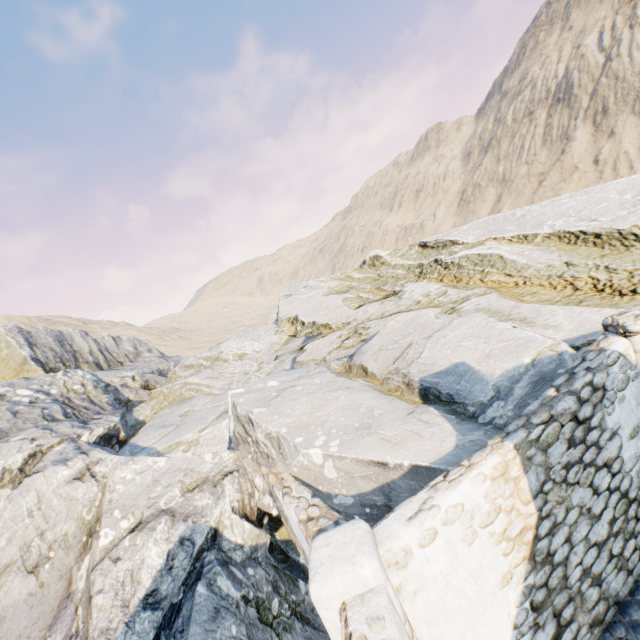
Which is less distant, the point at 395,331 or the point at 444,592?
the point at 444,592

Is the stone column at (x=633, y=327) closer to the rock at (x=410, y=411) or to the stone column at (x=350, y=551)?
the rock at (x=410, y=411)

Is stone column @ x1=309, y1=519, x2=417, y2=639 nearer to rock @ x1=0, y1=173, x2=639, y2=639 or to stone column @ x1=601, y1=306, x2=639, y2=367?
rock @ x1=0, y1=173, x2=639, y2=639

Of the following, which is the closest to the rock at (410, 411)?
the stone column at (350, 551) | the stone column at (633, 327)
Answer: the stone column at (350, 551)

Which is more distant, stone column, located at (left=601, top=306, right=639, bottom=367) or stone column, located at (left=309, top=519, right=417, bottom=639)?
stone column, located at (left=601, top=306, right=639, bottom=367)

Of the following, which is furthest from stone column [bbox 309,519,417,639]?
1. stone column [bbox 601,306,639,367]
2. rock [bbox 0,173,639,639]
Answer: stone column [bbox 601,306,639,367]
